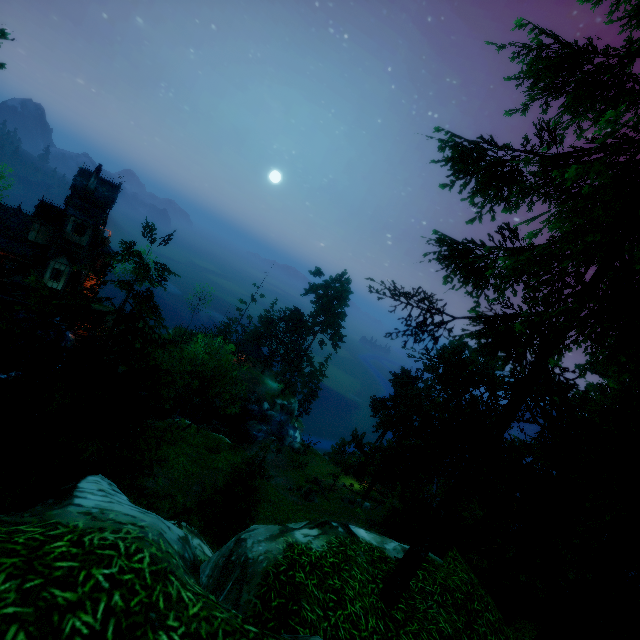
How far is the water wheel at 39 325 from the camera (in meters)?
33.61

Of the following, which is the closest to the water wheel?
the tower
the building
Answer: the tower

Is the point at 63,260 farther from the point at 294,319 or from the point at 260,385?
the point at 260,385

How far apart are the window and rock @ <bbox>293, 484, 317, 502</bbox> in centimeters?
3700cm

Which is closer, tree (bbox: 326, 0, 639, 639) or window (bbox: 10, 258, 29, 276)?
tree (bbox: 326, 0, 639, 639)

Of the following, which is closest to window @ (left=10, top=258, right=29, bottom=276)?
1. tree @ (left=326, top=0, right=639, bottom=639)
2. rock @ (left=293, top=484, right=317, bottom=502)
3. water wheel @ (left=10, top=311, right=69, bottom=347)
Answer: water wheel @ (left=10, top=311, right=69, bottom=347)

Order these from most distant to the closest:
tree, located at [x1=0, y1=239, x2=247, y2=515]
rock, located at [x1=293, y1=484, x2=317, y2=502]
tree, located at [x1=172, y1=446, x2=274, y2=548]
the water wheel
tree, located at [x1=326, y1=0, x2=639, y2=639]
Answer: the water wheel < rock, located at [x1=293, y1=484, x2=317, y2=502] < tree, located at [x1=172, y1=446, x2=274, y2=548] < tree, located at [x1=0, y1=239, x2=247, y2=515] < tree, located at [x1=326, y1=0, x2=639, y2=639]

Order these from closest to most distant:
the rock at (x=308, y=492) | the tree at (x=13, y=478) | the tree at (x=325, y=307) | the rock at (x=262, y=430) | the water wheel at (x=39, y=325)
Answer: the tree at (x=13, y=478) < the rock at (x=308, y=492) < the water wheel at (x=39, y=325) < the rock at (x=262, y=430) < the tree at (x=325, y=307)
